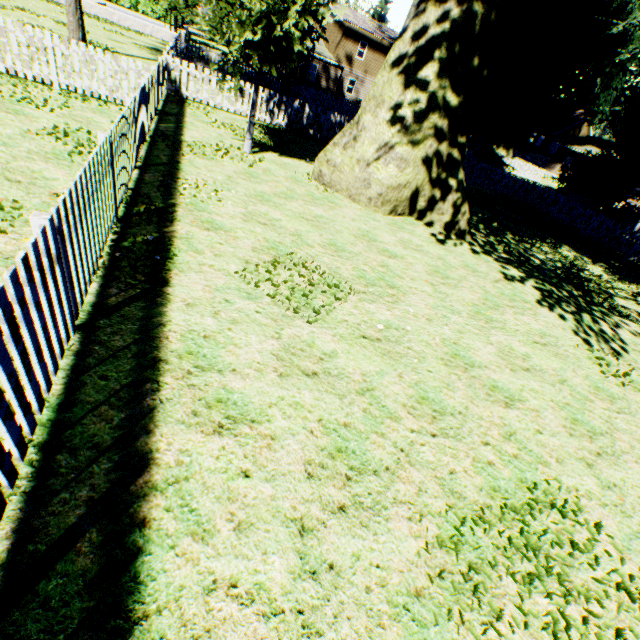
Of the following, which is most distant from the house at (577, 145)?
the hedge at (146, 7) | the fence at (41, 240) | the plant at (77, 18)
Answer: the hedge at (146, 7)

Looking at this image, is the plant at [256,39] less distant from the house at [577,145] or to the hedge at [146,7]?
the house at [577,145]

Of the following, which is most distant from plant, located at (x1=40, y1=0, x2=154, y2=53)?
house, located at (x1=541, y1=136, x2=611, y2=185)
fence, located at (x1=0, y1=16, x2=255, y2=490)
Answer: house, located at (x1=541, y1=136, x2=611, y2=185)

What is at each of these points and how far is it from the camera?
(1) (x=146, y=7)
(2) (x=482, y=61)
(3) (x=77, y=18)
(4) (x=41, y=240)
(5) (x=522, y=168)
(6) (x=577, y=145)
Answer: (1) hedge, 48.9m
(2) plant, 8.2m
(3) plant, 14.5m
(4) fence, 2.4m
(5) fence, 37.9m
(6) house, 42.5m

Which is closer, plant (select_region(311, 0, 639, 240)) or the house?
plant (select_region(311, 0, 639, 240))

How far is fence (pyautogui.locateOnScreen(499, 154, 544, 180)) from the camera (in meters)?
36.94

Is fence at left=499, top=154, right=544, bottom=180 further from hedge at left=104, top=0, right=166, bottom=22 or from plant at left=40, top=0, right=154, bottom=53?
hedge at left=104, top=0, right=166, bottom=22
